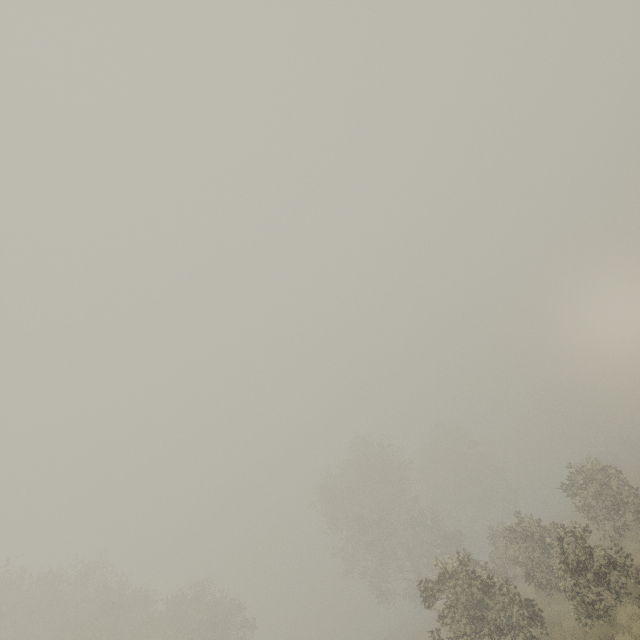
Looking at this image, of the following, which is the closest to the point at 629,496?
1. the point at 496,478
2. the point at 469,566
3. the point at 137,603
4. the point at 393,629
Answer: the point at 469,566
